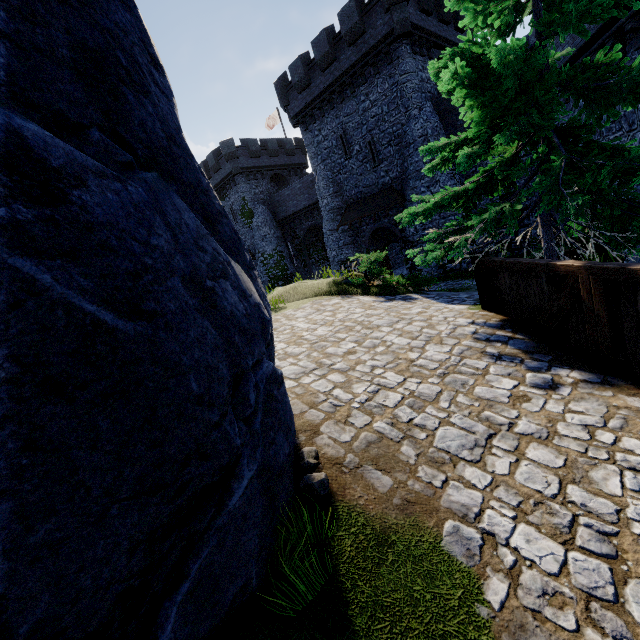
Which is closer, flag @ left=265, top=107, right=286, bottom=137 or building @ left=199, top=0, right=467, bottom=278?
building @ left=199, top=0, right=467, bottom=278

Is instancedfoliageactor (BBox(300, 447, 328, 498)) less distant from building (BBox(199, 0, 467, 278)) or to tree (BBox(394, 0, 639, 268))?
tree (BBox(394, 0, 639, 268))

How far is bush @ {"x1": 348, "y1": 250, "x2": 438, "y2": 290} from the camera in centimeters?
1130cm

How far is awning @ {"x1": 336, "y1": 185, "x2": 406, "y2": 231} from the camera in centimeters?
2167cm

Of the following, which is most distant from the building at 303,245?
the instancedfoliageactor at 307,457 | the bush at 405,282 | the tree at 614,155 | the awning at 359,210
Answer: the instancedfoliageactor at 307,457

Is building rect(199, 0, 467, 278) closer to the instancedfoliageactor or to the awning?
the awning

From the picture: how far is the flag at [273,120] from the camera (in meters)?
38.25

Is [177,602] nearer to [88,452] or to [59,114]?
[88,452]
